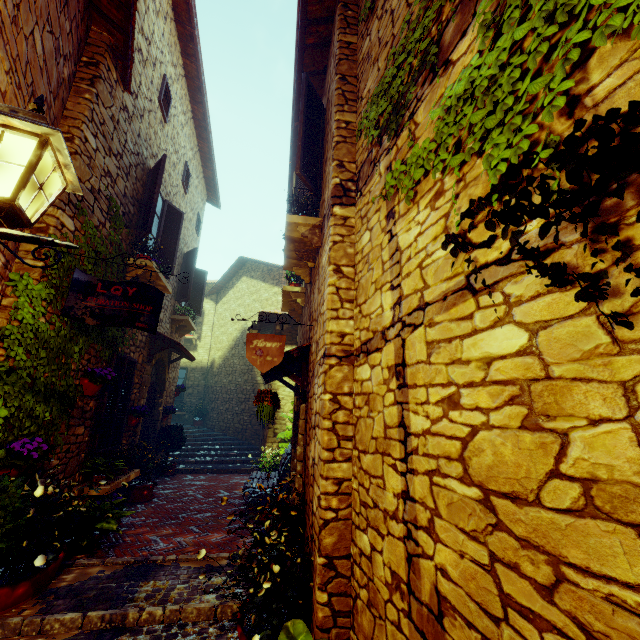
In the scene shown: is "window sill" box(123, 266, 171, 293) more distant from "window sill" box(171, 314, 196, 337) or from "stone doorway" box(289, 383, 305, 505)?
"stone doorway" box(289, 383, 305, 505)

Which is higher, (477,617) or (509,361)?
(509,361)

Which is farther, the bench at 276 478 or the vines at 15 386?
the bench at 276 478

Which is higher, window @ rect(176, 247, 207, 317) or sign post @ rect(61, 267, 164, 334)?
window @ rect(176, 247, 207, 317)

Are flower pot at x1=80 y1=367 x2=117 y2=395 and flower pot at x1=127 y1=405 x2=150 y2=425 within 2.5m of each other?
yes

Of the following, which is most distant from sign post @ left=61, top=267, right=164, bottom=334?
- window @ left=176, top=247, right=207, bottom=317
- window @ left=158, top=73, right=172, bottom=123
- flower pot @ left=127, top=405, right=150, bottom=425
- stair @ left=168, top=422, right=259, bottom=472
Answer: stair @ left=168, top=422, right=259, bottom=472

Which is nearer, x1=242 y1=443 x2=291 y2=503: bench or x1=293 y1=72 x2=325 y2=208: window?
x1=293 y1=72 x2=325 y2=208: window

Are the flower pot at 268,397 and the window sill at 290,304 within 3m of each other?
yes
